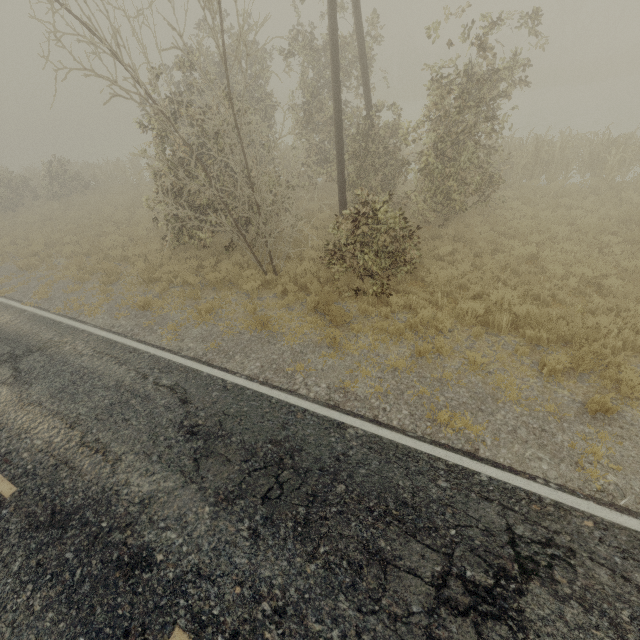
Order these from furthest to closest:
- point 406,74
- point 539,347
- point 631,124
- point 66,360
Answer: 1. point 406,74
2. point 631,124
3. point 66,360
4. point 539,347
